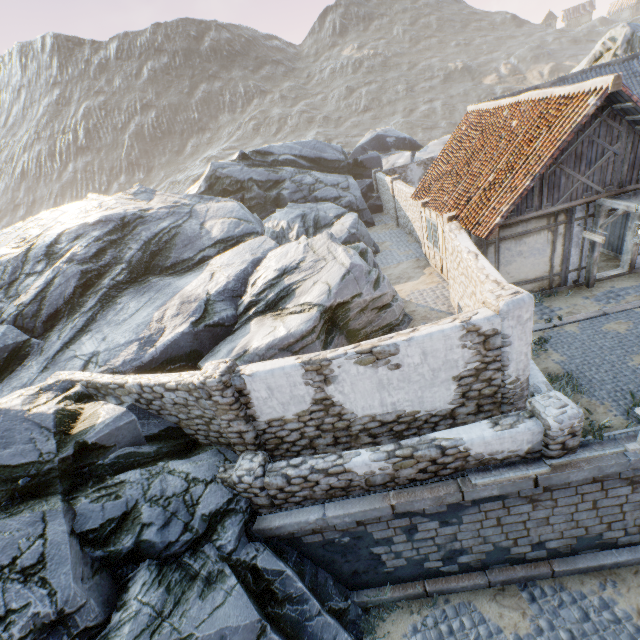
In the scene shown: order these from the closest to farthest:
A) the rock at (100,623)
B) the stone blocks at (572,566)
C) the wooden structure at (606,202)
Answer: the rock at (100,623) < the stone blocks at (572,566) < the wooden structure at (606,202)

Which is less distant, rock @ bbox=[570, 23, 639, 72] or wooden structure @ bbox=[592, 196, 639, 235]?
wooden structure @ bbox=[592, 196, 639, 235]

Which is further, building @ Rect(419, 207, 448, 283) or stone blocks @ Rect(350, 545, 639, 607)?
building @ Rect(419, 207, 448, 283)

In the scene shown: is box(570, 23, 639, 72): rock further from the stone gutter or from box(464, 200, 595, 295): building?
the stone gutter

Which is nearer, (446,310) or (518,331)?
(518,331)

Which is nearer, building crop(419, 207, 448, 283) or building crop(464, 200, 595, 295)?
building crop(464, 200, 595, 295)

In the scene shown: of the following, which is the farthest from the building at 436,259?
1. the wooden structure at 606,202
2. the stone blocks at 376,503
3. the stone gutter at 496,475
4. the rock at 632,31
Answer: the stone gutter at 496,475

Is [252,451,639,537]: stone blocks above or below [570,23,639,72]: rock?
below
